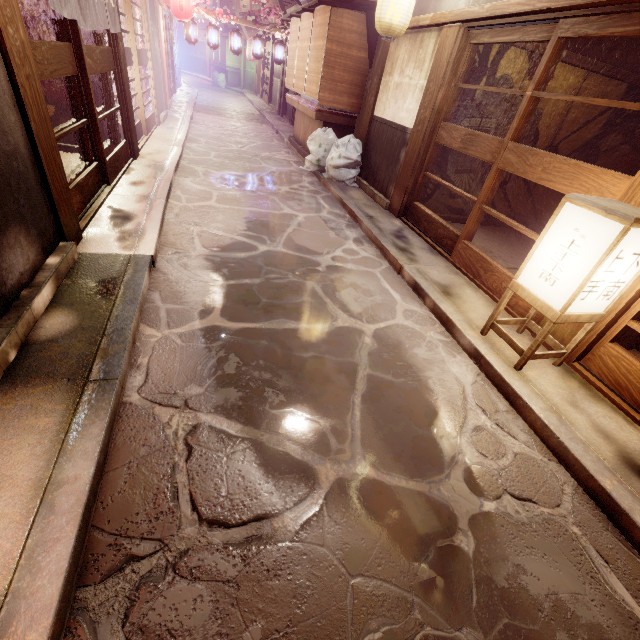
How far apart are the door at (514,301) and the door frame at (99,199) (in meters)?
8.84

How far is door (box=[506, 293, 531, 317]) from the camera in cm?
686

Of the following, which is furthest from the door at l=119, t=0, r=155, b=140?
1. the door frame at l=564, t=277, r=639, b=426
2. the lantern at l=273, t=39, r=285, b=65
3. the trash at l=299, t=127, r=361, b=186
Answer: the door frame at l=564, t=277, r=639, b=426

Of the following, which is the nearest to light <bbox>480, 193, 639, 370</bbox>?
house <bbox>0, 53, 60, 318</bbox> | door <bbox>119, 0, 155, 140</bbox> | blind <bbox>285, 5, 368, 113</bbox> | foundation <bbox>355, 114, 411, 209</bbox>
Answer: foundation <bbox>355, 114, 411, 209</bbox>

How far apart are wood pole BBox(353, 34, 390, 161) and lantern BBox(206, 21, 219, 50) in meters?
15.3 m

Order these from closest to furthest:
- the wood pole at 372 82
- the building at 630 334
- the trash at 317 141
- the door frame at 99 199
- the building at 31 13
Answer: the building at 630 334 < the door frame at 99 199 < the building at 31 13 < the wood pole at 372 82 < the trash at 317 141

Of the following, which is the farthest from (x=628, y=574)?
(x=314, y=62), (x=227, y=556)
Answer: (x=314, y=62)

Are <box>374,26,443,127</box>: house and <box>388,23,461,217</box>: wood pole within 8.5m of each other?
yes
